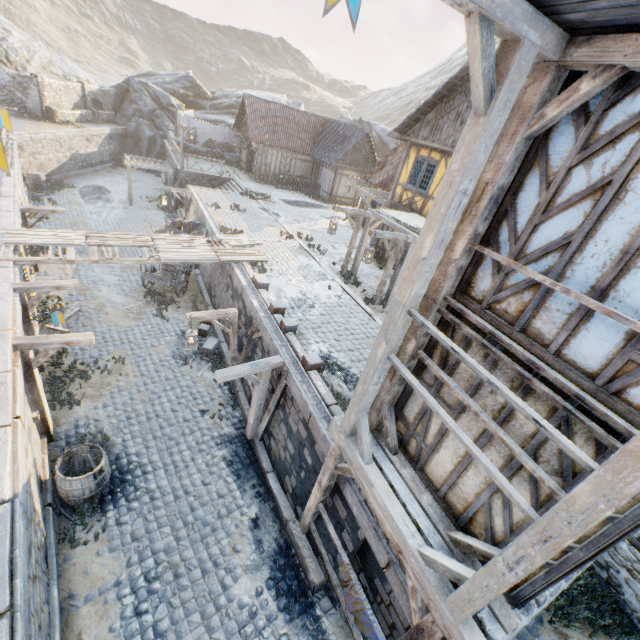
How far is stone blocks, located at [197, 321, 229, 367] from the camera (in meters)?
12.76

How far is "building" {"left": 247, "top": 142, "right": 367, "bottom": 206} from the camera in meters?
26.9 m

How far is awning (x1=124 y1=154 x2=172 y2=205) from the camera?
23.5m

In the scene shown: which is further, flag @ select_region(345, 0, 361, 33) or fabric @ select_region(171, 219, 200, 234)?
fabric @ select_region(171, 219, 200, 234)

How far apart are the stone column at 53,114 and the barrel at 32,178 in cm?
797

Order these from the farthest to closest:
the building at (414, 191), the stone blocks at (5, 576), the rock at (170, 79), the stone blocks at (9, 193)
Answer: the rock at (170, 79) → the building at (414, 191) → the stone blocks at (9, 193) → the stone blocks at (5, 576)

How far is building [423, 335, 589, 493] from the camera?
3.61m

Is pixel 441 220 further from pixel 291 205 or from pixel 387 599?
pixel 291 205
